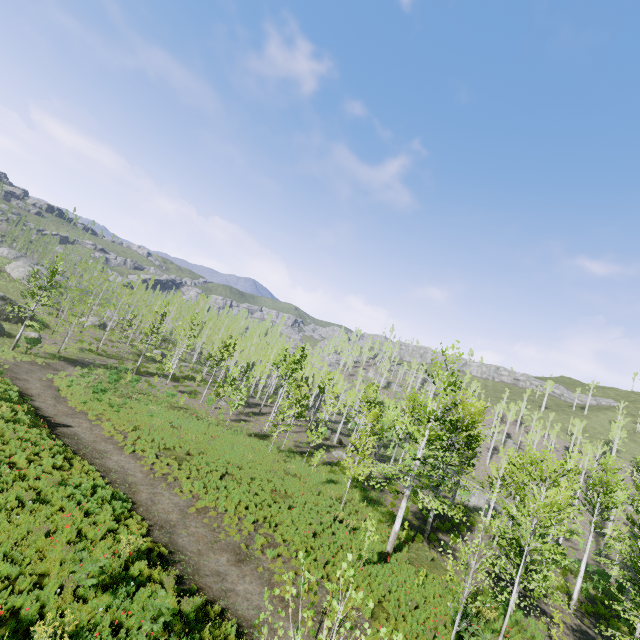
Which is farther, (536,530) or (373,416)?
(373,416)

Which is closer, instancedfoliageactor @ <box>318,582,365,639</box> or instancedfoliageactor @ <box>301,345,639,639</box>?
instancedfoliageactor @ <box>318,582,365,639</box>

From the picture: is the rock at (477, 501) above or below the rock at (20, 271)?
below

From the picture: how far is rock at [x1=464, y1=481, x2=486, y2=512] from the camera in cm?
3912

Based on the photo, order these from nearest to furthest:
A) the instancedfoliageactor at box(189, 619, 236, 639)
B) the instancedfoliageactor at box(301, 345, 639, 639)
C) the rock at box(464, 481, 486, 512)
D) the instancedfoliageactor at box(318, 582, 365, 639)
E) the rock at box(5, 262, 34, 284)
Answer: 1. the instancedfoliageactor at box(318, 582, 365, 639)
2. the instancedfoliageactor at box(189, 619, 236, 639)
3. the instancedfoliageactor at box(301, 345, 639, 639)
4. the rock at box(464, 481, 486, 512)
5. the rock at box(5, 262, 34, 284)

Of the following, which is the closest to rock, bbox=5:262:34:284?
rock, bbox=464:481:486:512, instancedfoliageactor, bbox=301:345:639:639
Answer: instancedfoliageactor, bbox=301:345:639:639

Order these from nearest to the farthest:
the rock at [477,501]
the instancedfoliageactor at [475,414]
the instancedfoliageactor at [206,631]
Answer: the instancedfoliageactor at [206,631] < the instancedfoliageactor at [475,414] < the rock at [477,501]
